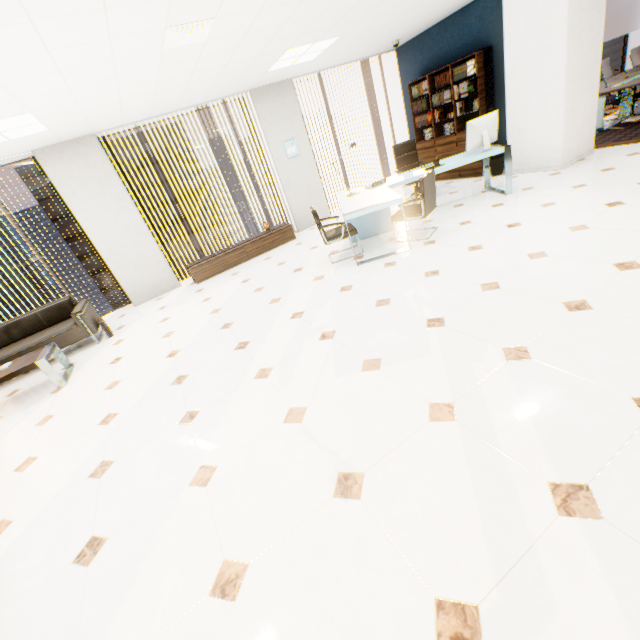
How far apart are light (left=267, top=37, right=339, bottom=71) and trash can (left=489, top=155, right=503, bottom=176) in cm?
364

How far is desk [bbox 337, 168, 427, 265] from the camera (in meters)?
4.37

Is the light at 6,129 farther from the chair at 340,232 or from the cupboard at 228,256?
the chair at 340,232

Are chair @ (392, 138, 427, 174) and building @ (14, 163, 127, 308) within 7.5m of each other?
no

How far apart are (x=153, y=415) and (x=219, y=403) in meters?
0.7 m

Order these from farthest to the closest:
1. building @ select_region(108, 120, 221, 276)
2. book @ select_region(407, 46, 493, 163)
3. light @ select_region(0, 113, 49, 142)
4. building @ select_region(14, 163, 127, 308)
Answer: building @ select_region(108, 120, 221, 276)
building @ select_region(14, 163, 127, 308)
book @ select_region(407, 46, 493, 163)
light @ select_region(0, 113, 49, 142)

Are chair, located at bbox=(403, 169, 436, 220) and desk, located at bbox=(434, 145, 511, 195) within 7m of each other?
yes

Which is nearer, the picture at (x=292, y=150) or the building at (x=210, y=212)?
the picture at (x=292, y=150)
